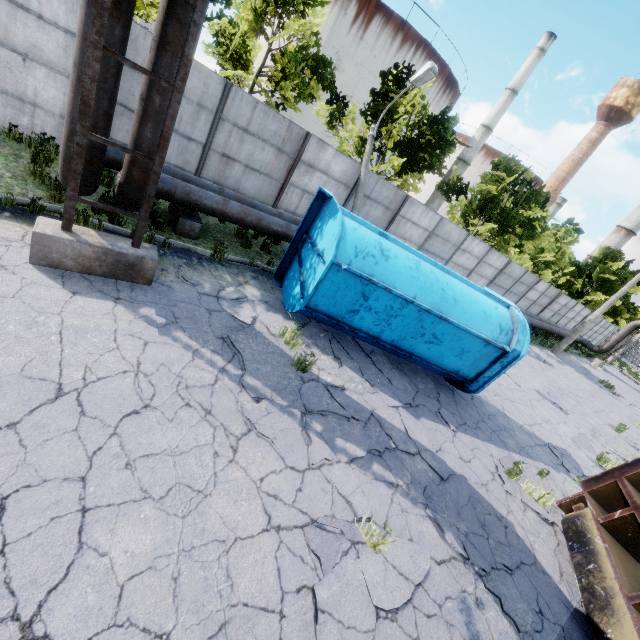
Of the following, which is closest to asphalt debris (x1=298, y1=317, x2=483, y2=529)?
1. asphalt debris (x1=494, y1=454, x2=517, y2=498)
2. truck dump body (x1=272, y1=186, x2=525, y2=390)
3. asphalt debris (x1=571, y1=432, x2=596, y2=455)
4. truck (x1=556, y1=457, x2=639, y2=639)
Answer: truck dump body (x1=272, y1=186, x2=525, y2=390)

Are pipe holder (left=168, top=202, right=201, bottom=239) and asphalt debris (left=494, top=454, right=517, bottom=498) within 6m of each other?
no

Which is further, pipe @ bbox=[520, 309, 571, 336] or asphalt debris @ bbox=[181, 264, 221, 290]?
pipe @ bbox=[520, 309, 571, 336]

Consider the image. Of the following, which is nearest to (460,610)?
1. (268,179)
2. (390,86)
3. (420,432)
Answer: (420,432)

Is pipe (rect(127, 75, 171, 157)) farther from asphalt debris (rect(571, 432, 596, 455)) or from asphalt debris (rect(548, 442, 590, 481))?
asphalt debris (rect(571, 432, 596, 455))

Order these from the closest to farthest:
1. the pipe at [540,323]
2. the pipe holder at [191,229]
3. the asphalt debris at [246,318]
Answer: the asphalt debris at [246,318] → the pipe holder at [191,229] → the pipe at [540,323]

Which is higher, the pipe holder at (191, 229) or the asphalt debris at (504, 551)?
the pipe holder at (191, 229)

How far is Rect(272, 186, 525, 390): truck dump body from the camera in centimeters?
688cm
